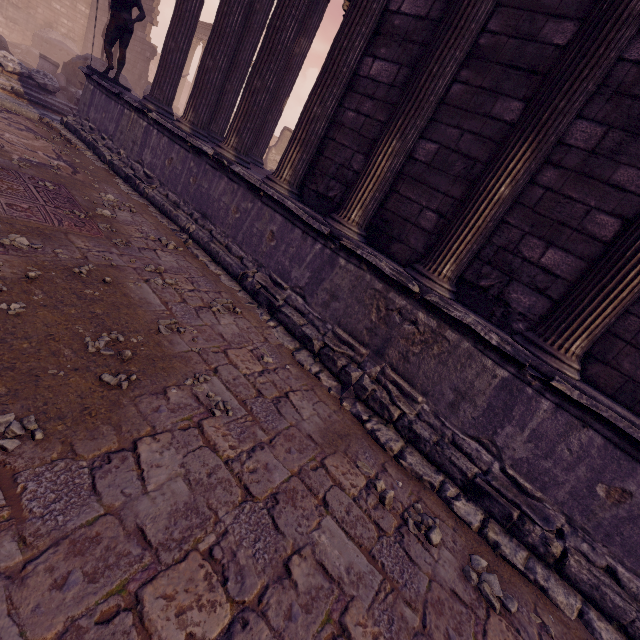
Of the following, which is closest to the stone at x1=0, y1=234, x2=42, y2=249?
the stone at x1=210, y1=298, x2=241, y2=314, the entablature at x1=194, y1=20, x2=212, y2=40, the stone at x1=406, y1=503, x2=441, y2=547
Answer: the stone at x1=210, y1=298, x2=241, y2=314

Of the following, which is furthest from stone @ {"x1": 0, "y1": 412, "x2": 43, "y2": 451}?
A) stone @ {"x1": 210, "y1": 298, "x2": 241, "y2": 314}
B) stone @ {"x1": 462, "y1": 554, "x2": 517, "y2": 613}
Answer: stone @ {"x1": 462, "y1": 554, "x2": 517, "y2": 613}

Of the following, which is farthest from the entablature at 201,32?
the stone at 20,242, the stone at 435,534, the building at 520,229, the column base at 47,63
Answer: the stone at 435,534

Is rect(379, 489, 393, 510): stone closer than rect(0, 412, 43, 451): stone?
No

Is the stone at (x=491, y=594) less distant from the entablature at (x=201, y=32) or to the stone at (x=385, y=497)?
the stone at (x=385, y=497)

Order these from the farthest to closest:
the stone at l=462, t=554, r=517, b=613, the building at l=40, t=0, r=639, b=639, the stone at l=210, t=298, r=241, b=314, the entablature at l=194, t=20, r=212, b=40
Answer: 1. the entablature at l=194, t=20, r=212, b=40
2. the stone at l=210, t=298, r=241, b=314
3. the building at l=40, t=0, r=639, b=639
4. the stone at l=462, t=554, r=517, b=613

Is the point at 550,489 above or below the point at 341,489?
above

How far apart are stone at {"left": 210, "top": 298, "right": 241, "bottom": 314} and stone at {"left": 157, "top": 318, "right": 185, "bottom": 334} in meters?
0.6
